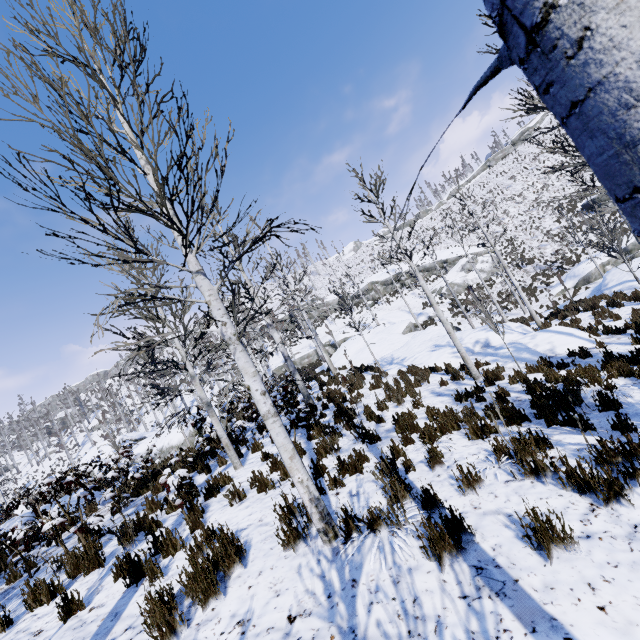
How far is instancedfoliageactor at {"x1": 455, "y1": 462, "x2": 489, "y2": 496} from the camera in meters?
3.9 m

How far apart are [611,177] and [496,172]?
68.96m

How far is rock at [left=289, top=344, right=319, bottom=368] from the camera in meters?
40.3 m

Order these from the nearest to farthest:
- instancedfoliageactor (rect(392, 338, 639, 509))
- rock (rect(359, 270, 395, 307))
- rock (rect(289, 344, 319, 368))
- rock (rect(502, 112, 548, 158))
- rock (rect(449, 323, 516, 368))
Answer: instancedfoliageactor (rect(392, 338, 639, 509)) < rock (rect(449, 323, 516, 368)) < rock (rect(289, 344, 319, 368)) < rock (rect(359, 270, 395, 307)) < rock (rect(502, 112, 548, 158))

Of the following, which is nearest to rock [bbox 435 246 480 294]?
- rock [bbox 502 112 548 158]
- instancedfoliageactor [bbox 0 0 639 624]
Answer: instancedfoliageactor [bbox 0 0 639 624]

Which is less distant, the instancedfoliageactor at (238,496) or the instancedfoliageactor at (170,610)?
the instancedfoliageactor at (170,610)

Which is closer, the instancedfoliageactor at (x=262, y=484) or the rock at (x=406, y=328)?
Result: the instancedfoliageactor at (x=262, y=484)

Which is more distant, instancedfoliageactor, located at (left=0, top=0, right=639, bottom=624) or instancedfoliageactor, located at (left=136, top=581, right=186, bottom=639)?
instancedfoliageactor, located at (left=136, top=581, right=186, bottom=639)
